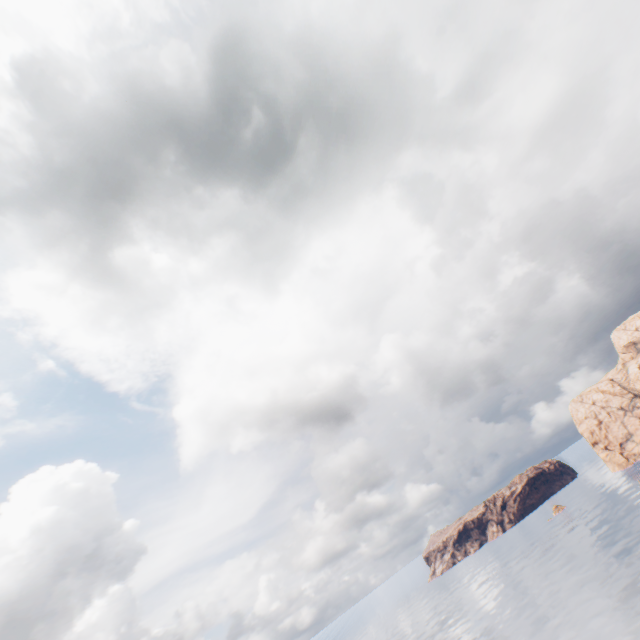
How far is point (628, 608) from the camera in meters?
47.7
